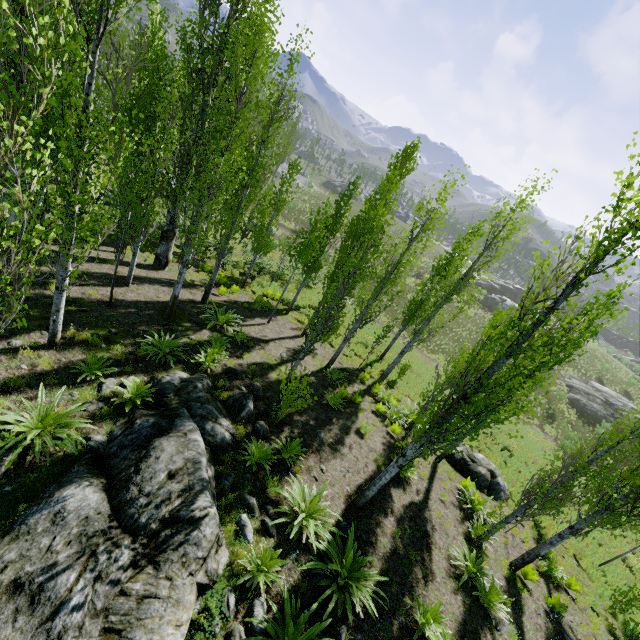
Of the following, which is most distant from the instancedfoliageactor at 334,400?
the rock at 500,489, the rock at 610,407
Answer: the rock at 610,407

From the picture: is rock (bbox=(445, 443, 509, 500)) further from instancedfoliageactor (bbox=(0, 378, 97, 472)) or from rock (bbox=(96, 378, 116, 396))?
rock (bbox=(96, 378, 116, 396))

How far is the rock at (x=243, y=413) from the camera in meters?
9.3 m

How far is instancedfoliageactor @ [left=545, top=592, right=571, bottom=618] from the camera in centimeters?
936cm

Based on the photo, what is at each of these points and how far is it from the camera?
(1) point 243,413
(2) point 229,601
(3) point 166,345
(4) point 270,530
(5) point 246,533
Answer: (1) rock, 9.4m
(2) rock, 5.5m
(3) instancedfoliageactor, 10.2m
(4) rock, 6.9m
(5) rock, 6.6m

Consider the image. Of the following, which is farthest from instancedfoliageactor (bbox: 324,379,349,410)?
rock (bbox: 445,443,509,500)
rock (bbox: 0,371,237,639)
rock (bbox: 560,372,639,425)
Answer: rock (bbox: 560,372,639,425)

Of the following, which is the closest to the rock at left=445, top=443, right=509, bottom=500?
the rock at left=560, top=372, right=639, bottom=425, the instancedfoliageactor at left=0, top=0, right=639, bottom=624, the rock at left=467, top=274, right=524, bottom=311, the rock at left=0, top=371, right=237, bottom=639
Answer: the instancedfoliageactor at left=0, top=0, right=639, bottom=624
